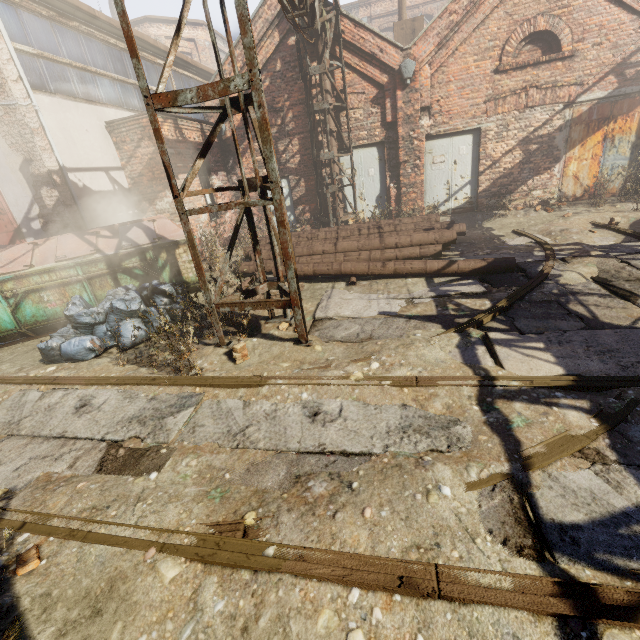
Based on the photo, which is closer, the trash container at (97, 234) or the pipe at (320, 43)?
the trash container at (97, 234)

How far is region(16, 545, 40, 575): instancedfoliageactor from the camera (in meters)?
2.13

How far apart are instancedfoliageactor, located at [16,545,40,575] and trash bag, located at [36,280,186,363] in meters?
3.4 m

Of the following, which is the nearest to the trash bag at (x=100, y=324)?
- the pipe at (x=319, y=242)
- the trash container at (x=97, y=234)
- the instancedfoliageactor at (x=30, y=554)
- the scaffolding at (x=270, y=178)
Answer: the trash container at (x=97, y=234)

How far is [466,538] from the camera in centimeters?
199cm

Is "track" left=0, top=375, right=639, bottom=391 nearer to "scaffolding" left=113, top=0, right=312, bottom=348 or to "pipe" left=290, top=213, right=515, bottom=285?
"scaffolding" left=113, top=0, right=312, bottom=348

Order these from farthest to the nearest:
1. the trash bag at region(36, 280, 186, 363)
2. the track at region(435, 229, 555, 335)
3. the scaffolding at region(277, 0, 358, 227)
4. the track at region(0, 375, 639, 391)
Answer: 1. the scaffolding at region(277, 0, 358, 227)
2. the trash bag at region(36, 280, 186, 363)
3. the track at region(435, 229, 555, 335)
4. the track at region(0, 375, 639, 391)

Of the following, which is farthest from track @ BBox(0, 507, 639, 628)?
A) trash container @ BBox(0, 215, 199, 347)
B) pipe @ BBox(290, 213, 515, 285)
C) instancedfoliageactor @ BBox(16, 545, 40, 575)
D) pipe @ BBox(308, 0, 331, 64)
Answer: pipe @ BBox(290, 213, 515, 285)
